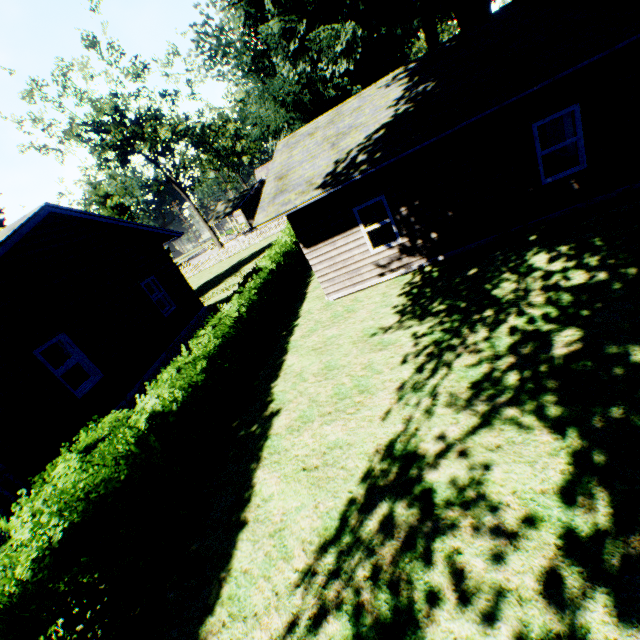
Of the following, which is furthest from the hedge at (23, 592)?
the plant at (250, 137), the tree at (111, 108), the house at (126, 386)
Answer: the tree at (111, 108)

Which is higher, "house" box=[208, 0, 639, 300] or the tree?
the tree

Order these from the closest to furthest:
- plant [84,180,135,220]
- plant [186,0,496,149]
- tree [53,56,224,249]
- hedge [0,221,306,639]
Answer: hedge [0,221,306,639] → plant [186,0,496,149] → tree [53,56,224,249] → plant [84,180,135,220]

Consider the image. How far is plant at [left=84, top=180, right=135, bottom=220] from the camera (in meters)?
42.49

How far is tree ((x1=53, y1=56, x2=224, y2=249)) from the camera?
28.3m

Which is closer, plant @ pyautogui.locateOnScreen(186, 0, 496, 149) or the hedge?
the hedge

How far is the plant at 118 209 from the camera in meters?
42.5 m

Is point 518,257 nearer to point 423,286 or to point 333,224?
point 423,286
